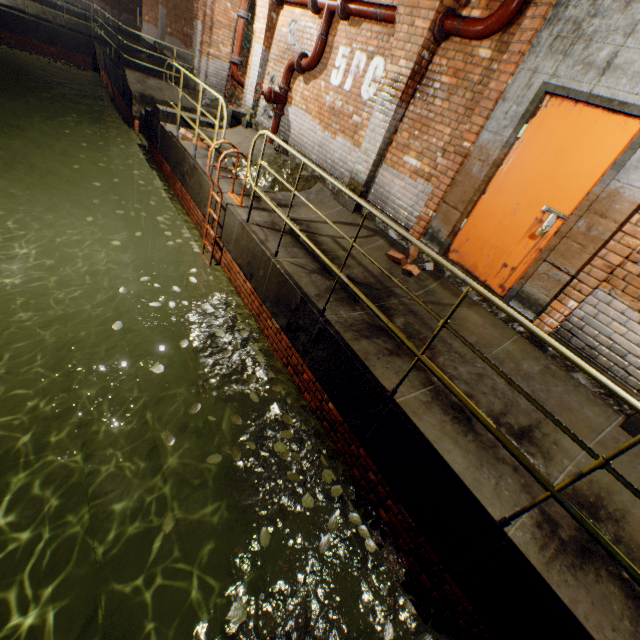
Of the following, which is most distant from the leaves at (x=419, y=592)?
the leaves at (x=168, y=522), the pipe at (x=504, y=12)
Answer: the pipe at (x=504, y=12)

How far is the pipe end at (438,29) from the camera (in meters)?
4.27

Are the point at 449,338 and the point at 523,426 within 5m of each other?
yes

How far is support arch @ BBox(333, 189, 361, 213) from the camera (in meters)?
5.88

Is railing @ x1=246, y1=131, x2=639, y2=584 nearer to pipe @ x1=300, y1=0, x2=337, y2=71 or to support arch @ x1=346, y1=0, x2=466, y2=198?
support arch @ x1=346, y1=0, x2=466, y2=198

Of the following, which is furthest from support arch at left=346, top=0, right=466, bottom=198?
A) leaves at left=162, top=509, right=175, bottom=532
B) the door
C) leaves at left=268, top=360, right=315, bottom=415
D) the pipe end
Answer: leaves at left=162, top=509, right=175, bottom=532

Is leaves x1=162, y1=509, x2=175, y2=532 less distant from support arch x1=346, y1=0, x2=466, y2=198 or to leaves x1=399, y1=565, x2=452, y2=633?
leaves x1=399, y1=565, x2=452, y2=633

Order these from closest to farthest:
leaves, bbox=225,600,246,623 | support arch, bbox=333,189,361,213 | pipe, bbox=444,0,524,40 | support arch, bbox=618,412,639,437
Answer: leaves, bbox=225,600,246,623 → support arch, bbox=618,412,639,437 → pipe, bbox=444,0,524,40 → support arch, bbox=333,189,361,213
